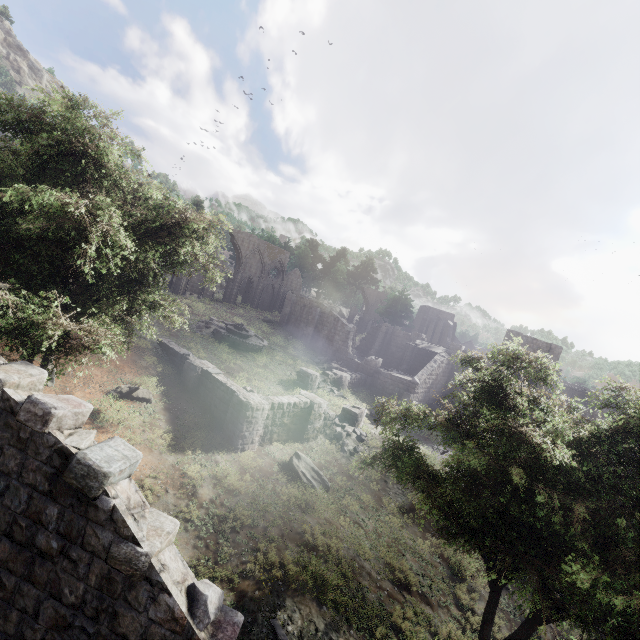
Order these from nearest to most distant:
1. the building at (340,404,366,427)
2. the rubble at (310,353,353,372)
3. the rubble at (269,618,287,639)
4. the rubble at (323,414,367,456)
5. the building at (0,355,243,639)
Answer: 1. the building at (0,355,243,639)
2. the rubble at (269,618,287,639)
3. the rubble at (323,414,367,456)
4. the building at (340,404,366,427)
5. the rubble at (310,353,353,372)

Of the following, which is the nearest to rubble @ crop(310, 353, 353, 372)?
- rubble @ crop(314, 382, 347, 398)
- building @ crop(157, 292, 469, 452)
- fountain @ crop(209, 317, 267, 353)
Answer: building @ crop(157, 292, 469, 452)

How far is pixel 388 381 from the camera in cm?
3244

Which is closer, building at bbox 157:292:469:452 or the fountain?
building at bbox 157:292:469:452

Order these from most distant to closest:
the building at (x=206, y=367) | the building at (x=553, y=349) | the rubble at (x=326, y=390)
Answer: the building at (x=553, y=349) → the rubble at (x=326, y=390) → the building at (x=206, y=367)

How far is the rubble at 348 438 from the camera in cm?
1945

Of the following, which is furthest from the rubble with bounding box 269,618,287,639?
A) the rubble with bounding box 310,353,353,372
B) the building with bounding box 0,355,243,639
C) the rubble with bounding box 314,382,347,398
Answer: the rubble with bounding box 310,353,353,372

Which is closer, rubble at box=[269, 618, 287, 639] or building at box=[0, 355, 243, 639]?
building at box=[0, 355, 243, 639]
